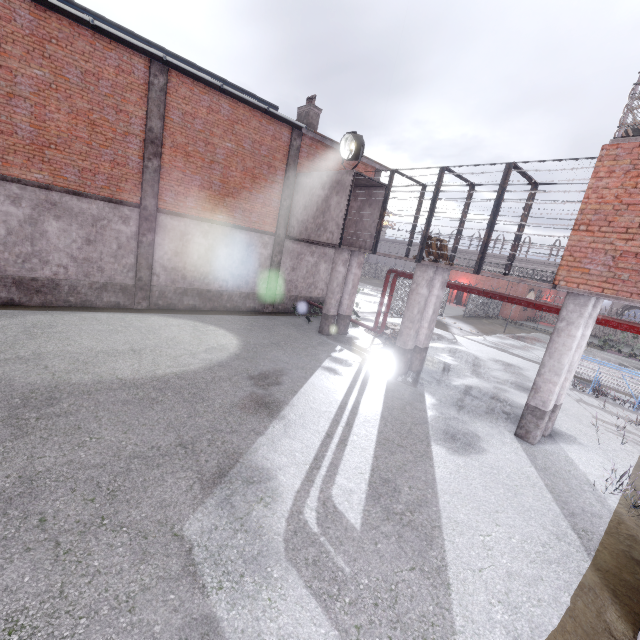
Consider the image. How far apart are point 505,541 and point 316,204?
13.4 meters

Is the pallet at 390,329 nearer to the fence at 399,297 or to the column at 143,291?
the fence at 399,297

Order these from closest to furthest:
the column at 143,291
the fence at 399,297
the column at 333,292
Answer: the column at 143,291
the column at 333,292
the fence at 399,297

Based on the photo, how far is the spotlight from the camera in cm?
1256

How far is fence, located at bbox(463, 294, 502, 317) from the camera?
30.9 meters

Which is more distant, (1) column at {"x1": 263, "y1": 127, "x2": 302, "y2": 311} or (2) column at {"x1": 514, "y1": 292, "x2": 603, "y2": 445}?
(1) column at {"x1": 263, "y1": 127, "x2": 302, "y2": 311}

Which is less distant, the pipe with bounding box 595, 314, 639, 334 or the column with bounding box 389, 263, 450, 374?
the pipe with bounding box 595, 314, 639, 334

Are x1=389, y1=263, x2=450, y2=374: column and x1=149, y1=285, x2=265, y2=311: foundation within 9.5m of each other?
yes
